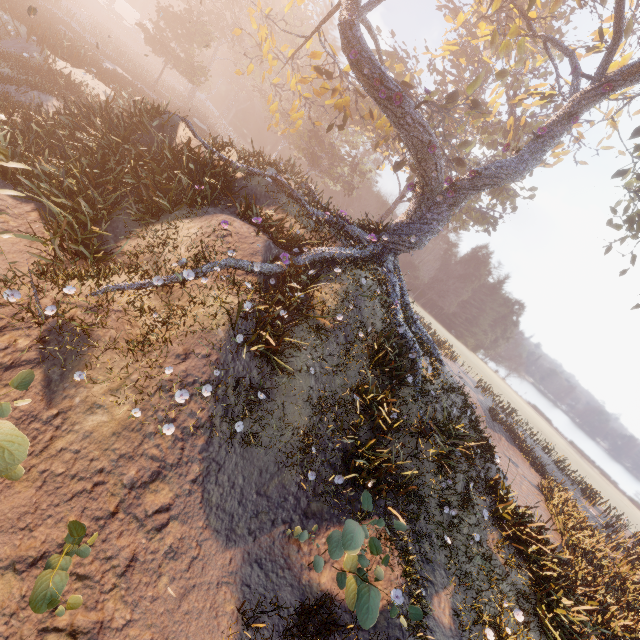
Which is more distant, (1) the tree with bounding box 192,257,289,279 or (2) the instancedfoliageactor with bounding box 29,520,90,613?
(1) the tree with bounding box 192,257,289,279

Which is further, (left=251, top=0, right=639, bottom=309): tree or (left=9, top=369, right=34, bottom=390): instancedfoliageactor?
(left=251, top=0, right=639, bottom=309): tree

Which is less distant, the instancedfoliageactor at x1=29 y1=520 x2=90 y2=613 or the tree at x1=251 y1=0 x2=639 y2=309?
the instancedfoliageactor at x1=29 y1=520 x2=90 y2=613

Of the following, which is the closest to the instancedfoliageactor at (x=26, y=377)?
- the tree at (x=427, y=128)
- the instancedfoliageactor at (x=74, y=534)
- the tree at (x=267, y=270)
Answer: the instancedfoliageactor at (x=74, y=534)

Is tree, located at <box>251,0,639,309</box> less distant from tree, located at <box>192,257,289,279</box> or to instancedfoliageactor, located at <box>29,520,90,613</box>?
tree, located at <box>192,257,289,279</box>

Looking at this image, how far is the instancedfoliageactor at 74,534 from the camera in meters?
3.4

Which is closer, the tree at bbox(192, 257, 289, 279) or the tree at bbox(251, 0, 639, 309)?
the tree at bbox(192, 257, 289, 279)

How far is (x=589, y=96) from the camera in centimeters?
1191cm
